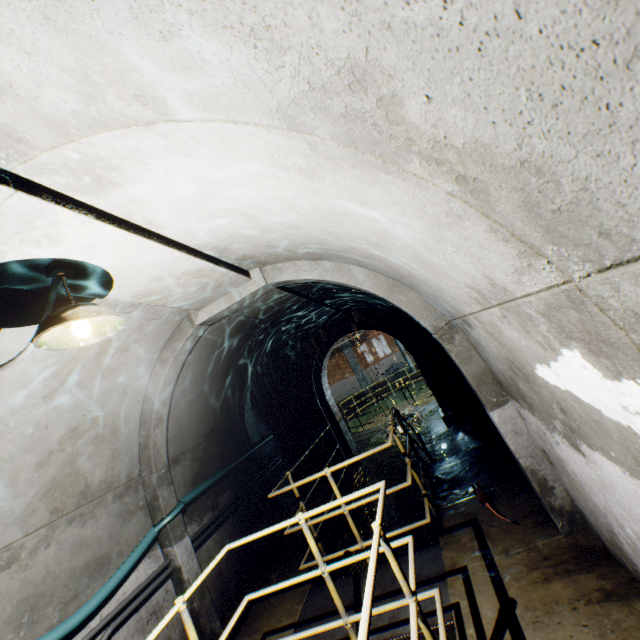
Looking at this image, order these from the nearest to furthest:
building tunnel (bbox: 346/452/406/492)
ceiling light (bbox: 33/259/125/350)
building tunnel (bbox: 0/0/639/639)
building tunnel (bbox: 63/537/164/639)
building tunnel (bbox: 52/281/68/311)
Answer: building tunnel (bbox: 0/0/639/639)
ceiling light (bbox: 33/259/125/350)
building tunnel (bbox: 52/281/68/311)
building tunnel (bbox: 63/537/164/639)
building tunnel (bbox: 346/452/406/492)

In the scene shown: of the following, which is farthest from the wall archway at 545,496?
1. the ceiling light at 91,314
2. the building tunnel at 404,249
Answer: the ceiling light at 91,314

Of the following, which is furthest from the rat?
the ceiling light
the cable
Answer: the ceiling light

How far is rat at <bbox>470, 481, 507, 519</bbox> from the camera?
3.75m

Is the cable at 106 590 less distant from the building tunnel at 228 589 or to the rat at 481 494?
the building tunnel at 228 589

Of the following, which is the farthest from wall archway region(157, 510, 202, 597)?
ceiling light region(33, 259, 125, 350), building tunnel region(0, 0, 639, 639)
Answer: ceiling light region(33, 259, 125, 350)

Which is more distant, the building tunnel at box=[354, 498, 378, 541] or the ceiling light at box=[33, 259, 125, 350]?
the building tunnel at box=[354, 498, 378, 541]

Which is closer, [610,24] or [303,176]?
[610,24]
